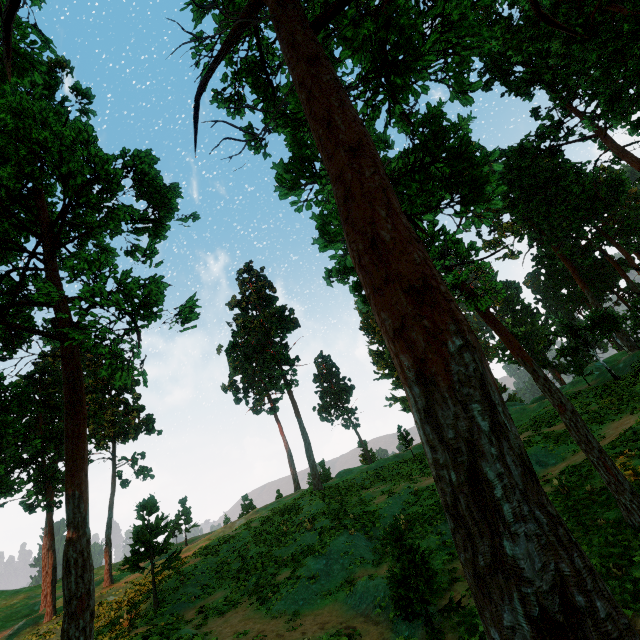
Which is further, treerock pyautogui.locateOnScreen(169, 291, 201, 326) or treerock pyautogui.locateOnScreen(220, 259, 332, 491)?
treerock pyautogui.locateOnScreen(220, 259, 332, 491)

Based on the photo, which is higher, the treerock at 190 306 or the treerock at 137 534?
the treerock at 190 306

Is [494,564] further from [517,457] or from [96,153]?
[96,153]

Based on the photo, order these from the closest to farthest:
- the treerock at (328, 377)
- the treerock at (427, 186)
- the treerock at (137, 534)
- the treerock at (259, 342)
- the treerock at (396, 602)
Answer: the treerock at (427, 186) → the treerock at (396, 602) → the treerock at (137, 534) → the treerock at (259, 342) → the treerock at (328, 377)

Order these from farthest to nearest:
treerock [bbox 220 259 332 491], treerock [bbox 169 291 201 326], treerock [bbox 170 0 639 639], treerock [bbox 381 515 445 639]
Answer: treerock [bbox 220 259 332 491], treerock [bbox 381 515 445 639], treerock [bbox 169 291 201 326], treerock [bbox 170 0 639 639]
